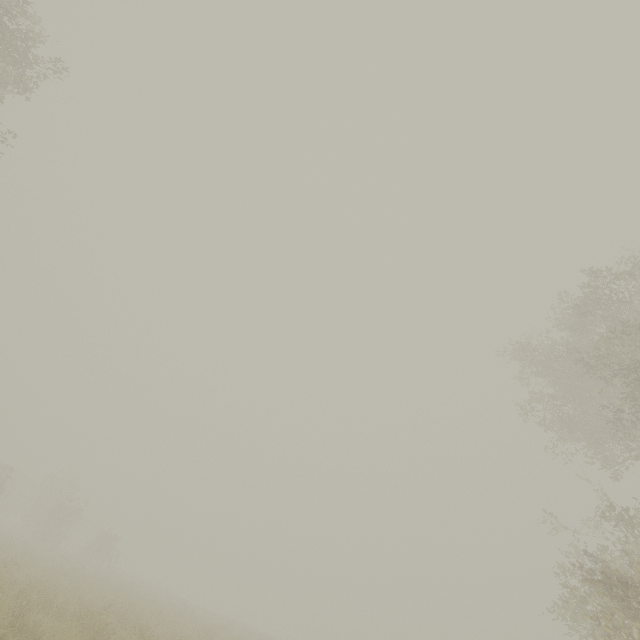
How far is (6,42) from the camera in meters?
8.9 m
